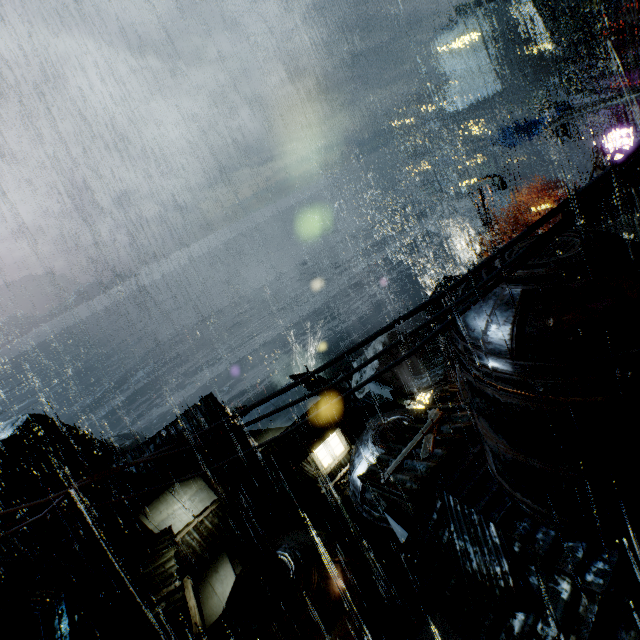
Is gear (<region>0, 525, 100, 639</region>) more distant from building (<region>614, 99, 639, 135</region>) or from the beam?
the beam

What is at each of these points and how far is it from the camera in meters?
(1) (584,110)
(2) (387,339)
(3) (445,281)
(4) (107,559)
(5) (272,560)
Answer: (1) beam, 26.0
(2) rock, 52.1
(3) building, 33.9
(4) building, 19.2
(5) building vent, 13.3

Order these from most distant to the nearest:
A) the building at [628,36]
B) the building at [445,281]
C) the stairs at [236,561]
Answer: the building at [445,281], the building at [628,36], the stairs at [236,561]

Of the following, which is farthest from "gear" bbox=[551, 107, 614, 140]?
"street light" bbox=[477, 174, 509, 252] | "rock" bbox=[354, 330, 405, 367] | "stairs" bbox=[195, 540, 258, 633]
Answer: "stairs" bbox=[195, 540, 258, 633]

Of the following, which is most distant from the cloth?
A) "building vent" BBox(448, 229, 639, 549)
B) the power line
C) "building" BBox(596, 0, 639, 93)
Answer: the power line

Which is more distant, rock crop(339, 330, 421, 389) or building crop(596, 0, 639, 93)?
rock crop(339, 330, 421, 389)

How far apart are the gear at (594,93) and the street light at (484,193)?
24.20m

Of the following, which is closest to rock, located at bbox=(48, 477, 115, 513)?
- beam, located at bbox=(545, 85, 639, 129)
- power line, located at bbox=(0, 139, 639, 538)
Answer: beam, located at bbox=(545, 85, 639, 129)
